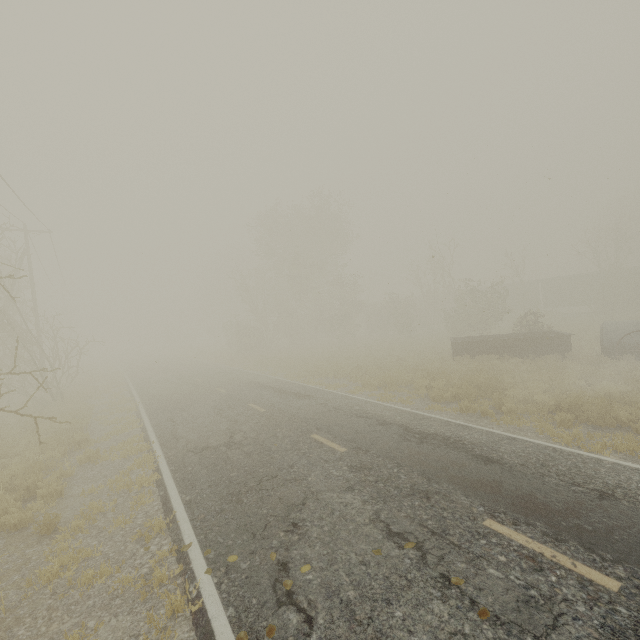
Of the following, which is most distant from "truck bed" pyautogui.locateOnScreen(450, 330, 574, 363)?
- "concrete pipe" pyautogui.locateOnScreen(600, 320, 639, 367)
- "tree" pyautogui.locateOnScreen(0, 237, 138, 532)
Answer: "tree" pyautogui.locateOnScreen(0, 237, 138, 532)

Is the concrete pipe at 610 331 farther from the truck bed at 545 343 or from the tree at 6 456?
the tree at 6 456

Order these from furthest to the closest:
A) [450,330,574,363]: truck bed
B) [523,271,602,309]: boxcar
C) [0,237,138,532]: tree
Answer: [523,271,602,309]: boxcar, [450,330,574,363]: truck bed, [0,237,138,532]: tree

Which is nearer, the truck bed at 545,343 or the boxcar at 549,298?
the truck bed at 545,343

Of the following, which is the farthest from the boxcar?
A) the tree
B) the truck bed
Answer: the tree

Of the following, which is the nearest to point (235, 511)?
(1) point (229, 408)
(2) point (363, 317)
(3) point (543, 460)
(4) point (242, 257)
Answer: (3) point (543, 460)

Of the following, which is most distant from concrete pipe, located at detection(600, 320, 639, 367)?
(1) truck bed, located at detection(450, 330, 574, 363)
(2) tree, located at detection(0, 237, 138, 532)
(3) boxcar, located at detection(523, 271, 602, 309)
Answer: (3) boxcar, located at detection(523, 271, 602, 309)
